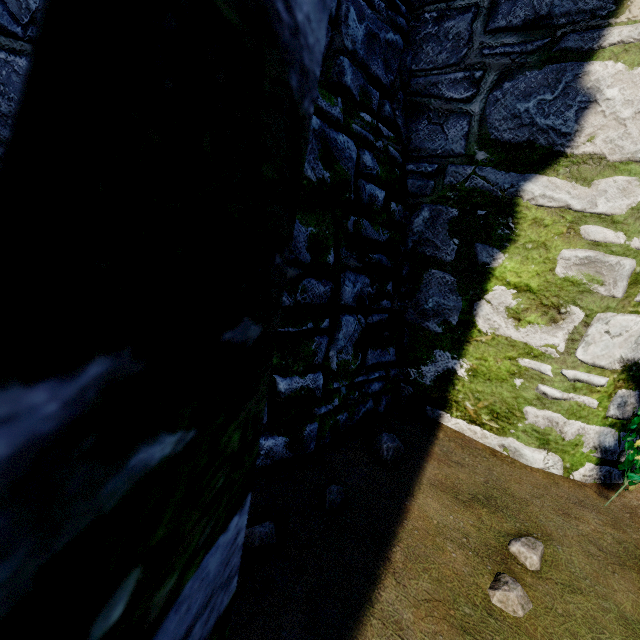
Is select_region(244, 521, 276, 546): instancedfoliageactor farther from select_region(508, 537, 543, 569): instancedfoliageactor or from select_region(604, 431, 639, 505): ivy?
select_region(604, 431, 639, 505): ivy

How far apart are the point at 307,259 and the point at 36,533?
2.45m

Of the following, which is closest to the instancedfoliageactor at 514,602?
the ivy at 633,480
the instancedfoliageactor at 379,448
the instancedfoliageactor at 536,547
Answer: the instancedfoliageactor at 536,547

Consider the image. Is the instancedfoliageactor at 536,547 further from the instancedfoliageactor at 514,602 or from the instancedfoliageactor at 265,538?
the instancedfoliageactor at 265,538

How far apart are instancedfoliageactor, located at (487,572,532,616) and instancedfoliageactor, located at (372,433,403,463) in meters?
1.0 m

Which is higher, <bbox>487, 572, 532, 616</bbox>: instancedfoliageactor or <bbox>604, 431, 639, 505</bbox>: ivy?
<bbox>604, 431, 639, 505</bbox>: ivy

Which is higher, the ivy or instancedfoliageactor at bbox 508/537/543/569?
the ivy

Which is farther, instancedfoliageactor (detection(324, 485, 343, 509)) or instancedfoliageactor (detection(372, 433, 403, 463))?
instancedfoliageactor (detection(372, 433, 403, 463))
